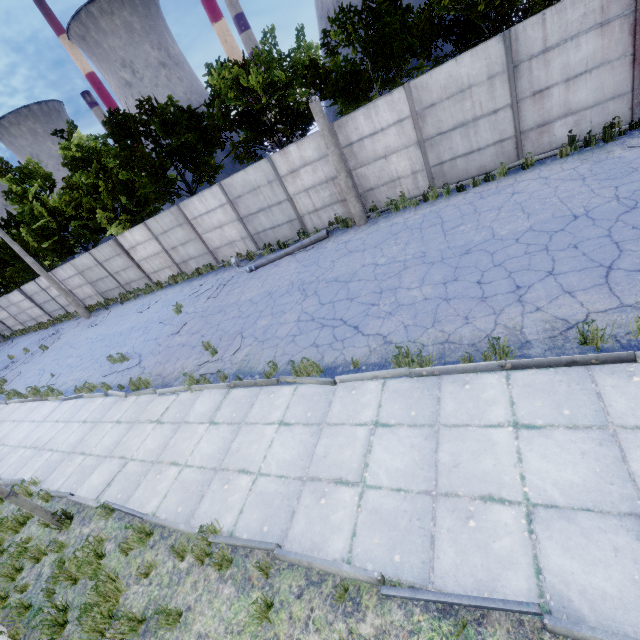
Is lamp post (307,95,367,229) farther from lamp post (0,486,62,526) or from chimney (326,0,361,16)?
chimney (326,0,361,16)

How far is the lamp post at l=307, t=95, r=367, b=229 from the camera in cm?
1093

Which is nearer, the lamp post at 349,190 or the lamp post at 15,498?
the lamp post at 15,498

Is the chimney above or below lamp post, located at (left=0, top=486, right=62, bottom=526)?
above

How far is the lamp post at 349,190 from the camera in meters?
10.9

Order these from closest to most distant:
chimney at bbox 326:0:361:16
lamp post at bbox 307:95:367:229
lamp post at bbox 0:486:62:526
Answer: lamp post at bbox 0:486:62:526
lamp post at bbox 307:95:367:229
chimney at bbox 326:0:361:16

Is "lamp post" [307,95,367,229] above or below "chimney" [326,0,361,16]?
below

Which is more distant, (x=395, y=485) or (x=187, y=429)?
(x=187, y=429)
